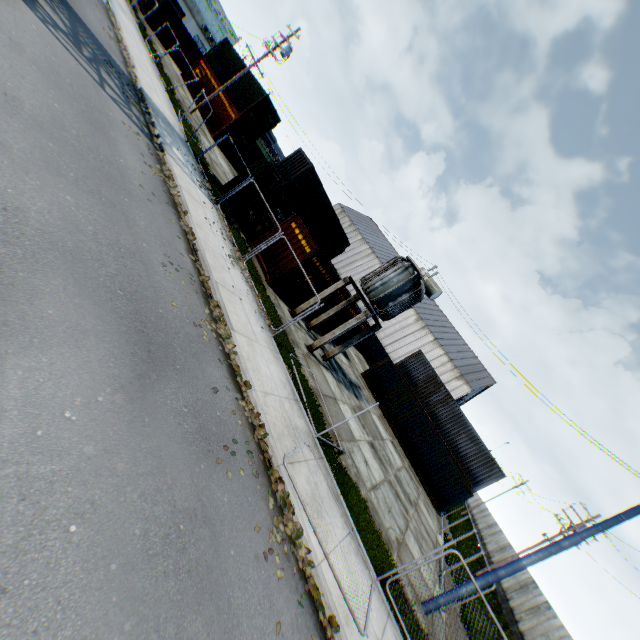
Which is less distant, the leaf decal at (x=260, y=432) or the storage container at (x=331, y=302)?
the leaf decal at (x=260, y=432)

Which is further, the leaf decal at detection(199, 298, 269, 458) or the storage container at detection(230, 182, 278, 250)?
the storage container at detection(230, 182, 278, 250)

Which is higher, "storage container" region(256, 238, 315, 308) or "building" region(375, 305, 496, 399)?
"building" region(375, 305, 496, 399)

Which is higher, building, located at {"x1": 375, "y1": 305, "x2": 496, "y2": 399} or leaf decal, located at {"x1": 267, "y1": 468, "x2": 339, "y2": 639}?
building, located at {"x1": 375, "y1": 305, "x2": 496, "y2": 399}

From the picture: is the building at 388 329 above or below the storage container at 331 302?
above

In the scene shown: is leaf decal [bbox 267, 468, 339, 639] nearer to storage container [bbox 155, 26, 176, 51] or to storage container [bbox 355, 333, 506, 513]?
storage container [bbox 355, 333, 506, 513]

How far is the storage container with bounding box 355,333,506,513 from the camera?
24.8 meters

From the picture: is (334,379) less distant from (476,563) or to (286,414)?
(286,414)
